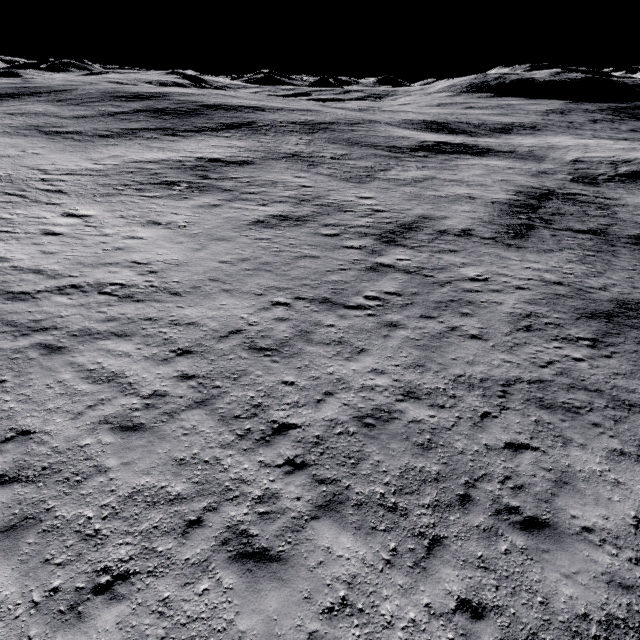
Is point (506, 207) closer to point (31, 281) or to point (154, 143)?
point (31, 281)
